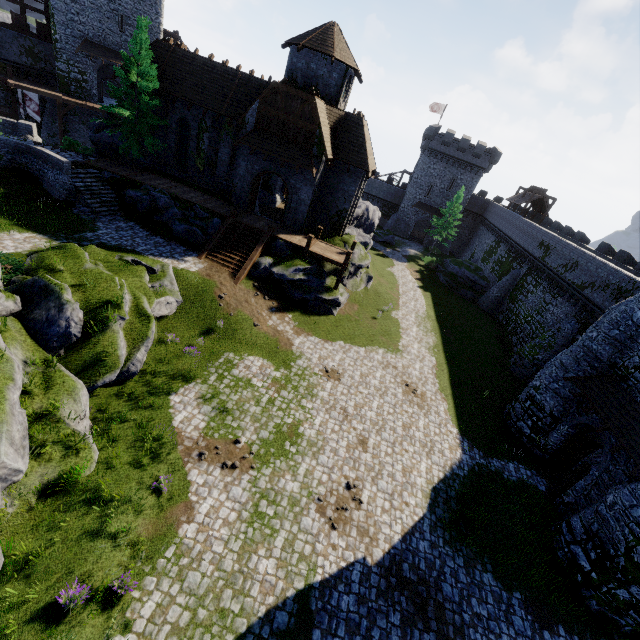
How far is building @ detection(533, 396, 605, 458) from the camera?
16.6m

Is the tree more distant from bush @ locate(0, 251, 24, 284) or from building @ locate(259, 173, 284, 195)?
bush @ locate(0, 251, 24, 284)

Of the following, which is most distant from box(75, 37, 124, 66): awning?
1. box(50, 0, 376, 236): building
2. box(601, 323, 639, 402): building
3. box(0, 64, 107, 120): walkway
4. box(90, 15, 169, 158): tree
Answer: box(601, 323, 639, 402): building

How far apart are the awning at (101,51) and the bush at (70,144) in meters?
14.8

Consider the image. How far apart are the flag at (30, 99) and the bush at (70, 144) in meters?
12.0 m

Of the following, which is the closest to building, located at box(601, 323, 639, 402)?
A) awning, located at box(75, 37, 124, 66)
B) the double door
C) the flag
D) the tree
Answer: the double door

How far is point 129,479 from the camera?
10.5m

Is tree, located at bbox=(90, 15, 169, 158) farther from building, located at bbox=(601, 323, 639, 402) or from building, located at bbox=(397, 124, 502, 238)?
building, located at bbox=(397, 124, 502, 238)
